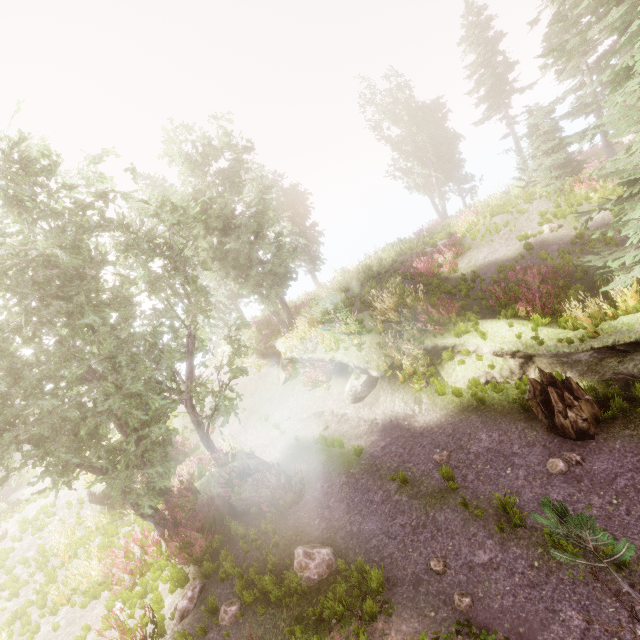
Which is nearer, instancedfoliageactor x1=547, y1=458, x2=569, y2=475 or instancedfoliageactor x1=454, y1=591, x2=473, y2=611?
instancedfoliageactor x1=454, y1=591, x2=473, y2=611

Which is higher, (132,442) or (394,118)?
(394,118)

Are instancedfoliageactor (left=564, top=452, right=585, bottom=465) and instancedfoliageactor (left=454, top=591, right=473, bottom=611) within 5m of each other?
yes

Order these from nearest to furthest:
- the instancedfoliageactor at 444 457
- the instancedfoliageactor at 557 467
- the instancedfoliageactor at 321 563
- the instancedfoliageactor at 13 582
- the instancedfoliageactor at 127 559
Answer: the instancedfoliageactor at 321 563
the instancedfoliageactor at 557 467
the instancedfoliageactor at 444 457
the instancedfoliageactor at 127 559
the instancedfoliageactor at 13 582

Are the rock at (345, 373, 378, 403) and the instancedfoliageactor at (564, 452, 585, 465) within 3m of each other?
no

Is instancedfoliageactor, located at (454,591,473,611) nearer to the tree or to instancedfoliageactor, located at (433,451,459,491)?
instancedfoliageactor, located at (433,451,459,491)

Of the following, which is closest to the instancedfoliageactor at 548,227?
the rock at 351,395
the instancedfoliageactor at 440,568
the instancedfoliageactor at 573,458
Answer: the instancedfoliageactor at 440,568

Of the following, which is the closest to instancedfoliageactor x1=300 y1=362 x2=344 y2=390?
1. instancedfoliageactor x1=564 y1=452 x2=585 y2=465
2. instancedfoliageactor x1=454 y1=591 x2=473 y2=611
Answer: instancedfoliageactor x1=454 y1=591 x2=473 y2=611
